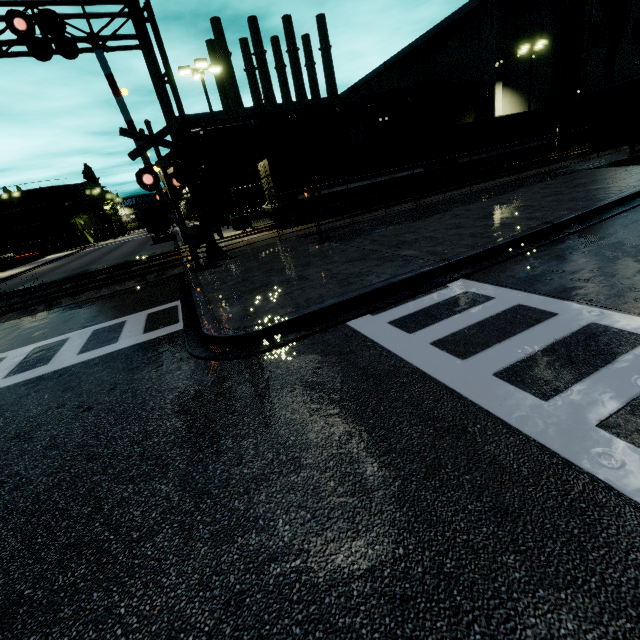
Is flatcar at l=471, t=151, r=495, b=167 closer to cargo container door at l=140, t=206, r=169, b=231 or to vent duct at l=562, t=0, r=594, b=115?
vent duct at l=562, t=0, r=594, b=115

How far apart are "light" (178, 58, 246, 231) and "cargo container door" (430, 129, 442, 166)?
15.2 meters

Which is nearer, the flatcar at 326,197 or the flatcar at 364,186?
the flatcar at 326,197

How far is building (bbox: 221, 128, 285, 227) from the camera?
33.91m

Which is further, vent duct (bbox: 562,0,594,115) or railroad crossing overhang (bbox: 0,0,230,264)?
vent duct (bbox: 562,0,594,115)

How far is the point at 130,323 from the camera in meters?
8.7 m

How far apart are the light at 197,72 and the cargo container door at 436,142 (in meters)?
15.19

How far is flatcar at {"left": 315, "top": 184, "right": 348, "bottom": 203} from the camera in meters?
21.1
